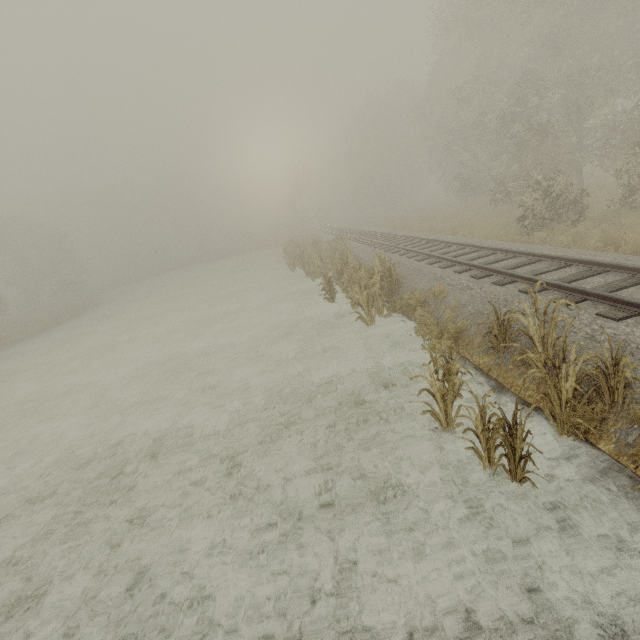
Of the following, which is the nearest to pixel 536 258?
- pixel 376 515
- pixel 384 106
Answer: pixel 376 515

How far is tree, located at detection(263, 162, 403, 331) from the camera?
9.9 meters

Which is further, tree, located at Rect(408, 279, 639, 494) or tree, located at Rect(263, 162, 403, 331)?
tree, located at Rect(263, 162, 403, 331)

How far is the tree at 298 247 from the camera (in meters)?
9.88

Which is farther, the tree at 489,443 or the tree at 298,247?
the tree at 298,247
